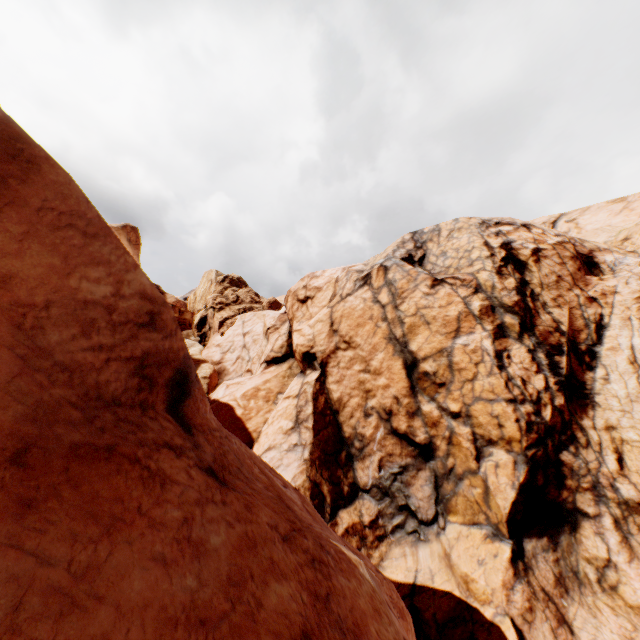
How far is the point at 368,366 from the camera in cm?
1900
